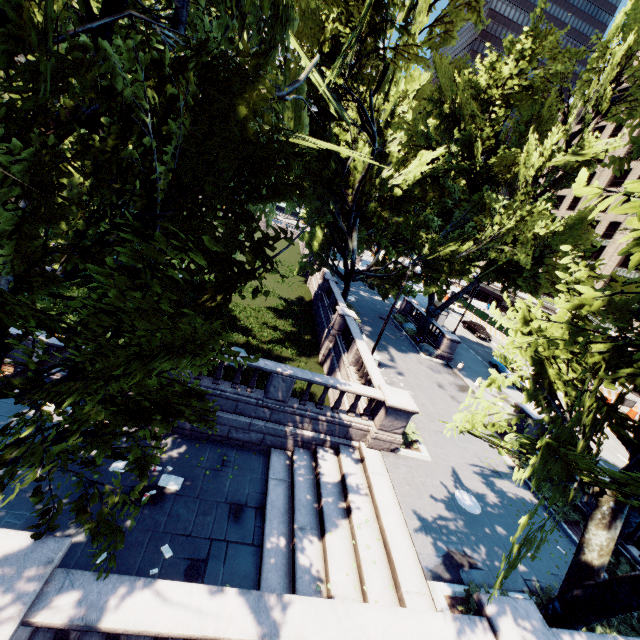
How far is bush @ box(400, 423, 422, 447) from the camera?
14.3m

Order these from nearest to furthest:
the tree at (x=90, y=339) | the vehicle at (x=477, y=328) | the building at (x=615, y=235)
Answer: the tree at (x=90, y=339) → the vehicle at (x=477, y=328) → the building at (x=615, y=235)

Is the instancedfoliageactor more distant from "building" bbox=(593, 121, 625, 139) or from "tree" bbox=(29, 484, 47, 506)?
"building" bbox=(593, 121, 625, 139)

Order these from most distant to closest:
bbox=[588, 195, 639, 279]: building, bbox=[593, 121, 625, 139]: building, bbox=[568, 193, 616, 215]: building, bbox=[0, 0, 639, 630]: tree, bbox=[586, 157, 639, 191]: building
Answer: bbox=[593, 121, 625, 139]: building
bbox=[568, 193, 616, 215]: building
bbox=[586, 157, 639, 191]: building
bbox=[588, 195, 639, 279]: building
bbox=[0, 0, 639, 630]: tree

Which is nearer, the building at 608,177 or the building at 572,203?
the building at 608,177

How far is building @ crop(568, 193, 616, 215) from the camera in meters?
53.9 m

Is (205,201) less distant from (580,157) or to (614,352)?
(614,352)

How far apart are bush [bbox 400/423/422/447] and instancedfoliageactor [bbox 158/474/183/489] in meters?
8.6 m
